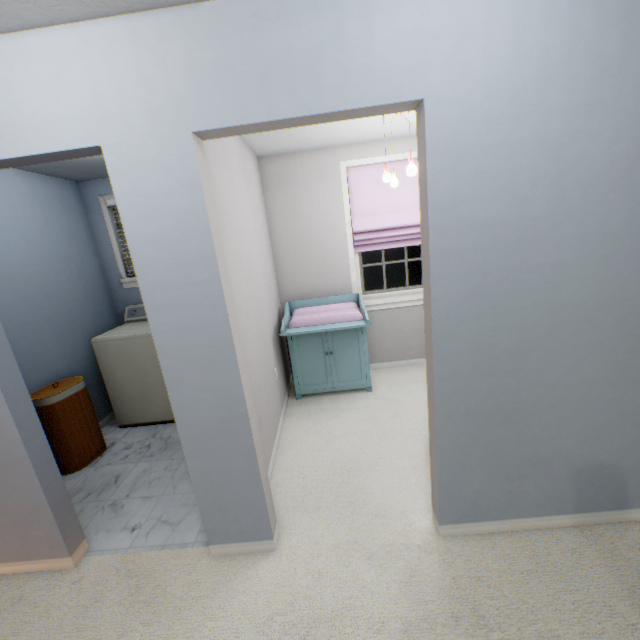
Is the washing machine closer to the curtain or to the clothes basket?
the clothes basket

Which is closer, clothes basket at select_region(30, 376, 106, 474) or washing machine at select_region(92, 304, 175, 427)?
clothes basket at select_region(30, 376, 106, 474)

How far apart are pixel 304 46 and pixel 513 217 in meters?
1.0 m

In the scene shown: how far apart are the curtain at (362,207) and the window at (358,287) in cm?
0

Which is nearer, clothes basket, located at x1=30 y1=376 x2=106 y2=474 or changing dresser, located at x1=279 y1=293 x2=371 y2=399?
clothes basket, located at x1=30 y1=376 x2=106 y2=474

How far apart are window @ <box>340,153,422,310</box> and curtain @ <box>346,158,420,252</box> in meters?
0.0 m

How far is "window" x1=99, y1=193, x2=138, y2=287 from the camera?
3.4 meters

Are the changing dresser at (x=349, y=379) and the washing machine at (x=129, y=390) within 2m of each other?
yes
